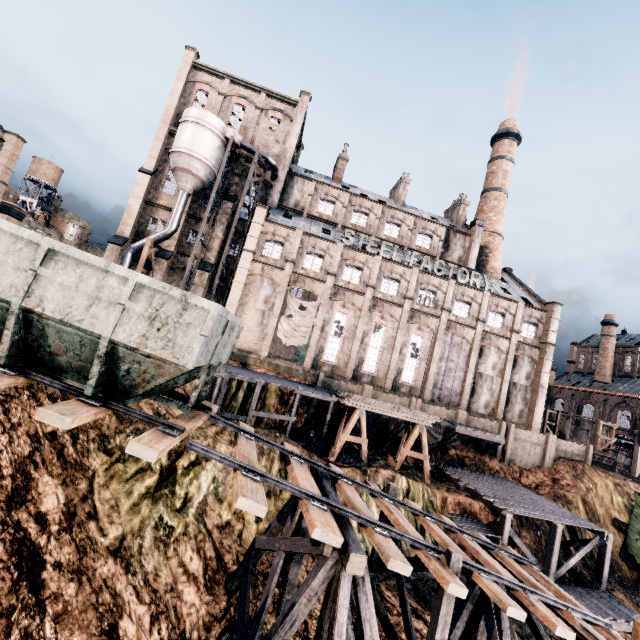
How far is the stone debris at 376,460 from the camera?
23.8 meters

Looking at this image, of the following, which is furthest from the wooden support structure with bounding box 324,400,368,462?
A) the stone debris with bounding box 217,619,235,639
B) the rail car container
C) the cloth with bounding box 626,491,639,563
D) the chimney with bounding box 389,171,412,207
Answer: the chimney with bounding box 389,171,412,207

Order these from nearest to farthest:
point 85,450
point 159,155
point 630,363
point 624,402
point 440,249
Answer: point 85,450, point 159,155, point 440,249, point 624,402, point 630,363

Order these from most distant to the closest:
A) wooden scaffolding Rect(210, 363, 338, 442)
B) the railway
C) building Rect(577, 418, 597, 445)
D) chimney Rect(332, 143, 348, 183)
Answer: building Rect(577, 418, 597, 445) → chimney Rect(332, 143, 348, 183) → wooden scaffolding Rect(210, 363, 338, 442) → the railway

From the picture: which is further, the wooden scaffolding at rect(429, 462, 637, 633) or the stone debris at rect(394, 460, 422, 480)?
the stone debris at rect(394, 460, 422, 480)

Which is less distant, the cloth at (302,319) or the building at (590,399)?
the cloth at (302,319)

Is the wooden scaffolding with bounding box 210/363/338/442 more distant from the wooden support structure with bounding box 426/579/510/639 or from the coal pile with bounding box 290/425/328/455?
the wooden support structure with bounding box 426/579/510/639

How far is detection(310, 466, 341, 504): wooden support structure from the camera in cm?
988
